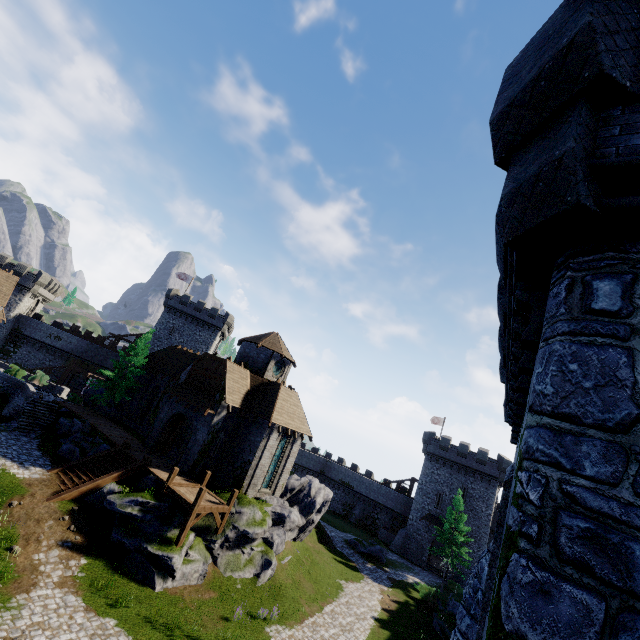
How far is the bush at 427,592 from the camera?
30.5m

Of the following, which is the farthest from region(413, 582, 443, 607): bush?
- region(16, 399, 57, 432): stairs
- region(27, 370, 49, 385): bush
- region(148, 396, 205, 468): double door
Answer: region(27, 370, 49, 385): bush

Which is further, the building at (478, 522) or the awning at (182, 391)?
the building at (478, 522)

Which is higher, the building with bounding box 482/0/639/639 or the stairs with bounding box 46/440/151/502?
the building with bounding box 482/0/639/639

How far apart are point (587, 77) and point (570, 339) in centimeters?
264cm

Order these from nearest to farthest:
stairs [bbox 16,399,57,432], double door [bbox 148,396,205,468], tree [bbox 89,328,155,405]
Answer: double door [bbox 148,396,205,468], stairs [bbox 16,399,57,432], tree [bbox 89,328,155,405]

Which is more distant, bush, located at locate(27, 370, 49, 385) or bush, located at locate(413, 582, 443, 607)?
bush, located at locate(27, 370, 49, 385)

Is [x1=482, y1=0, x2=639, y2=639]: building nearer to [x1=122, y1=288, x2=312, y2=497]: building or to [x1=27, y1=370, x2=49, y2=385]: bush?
[x1=122, y1=288, x2=312, y2=497]: building
